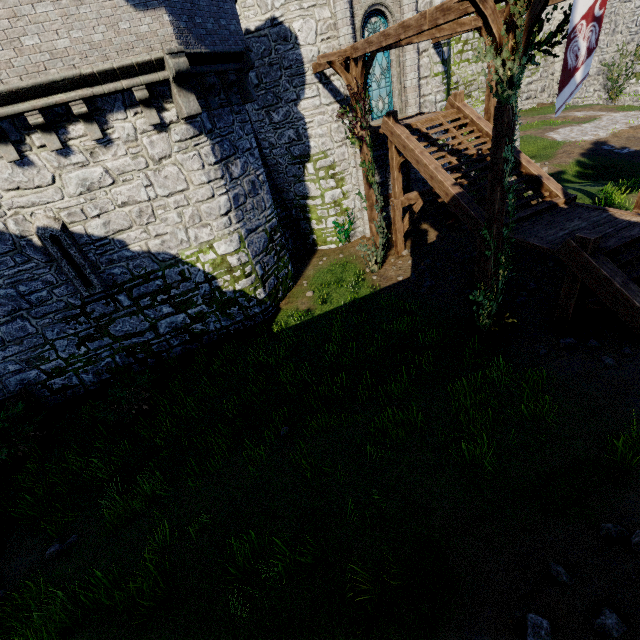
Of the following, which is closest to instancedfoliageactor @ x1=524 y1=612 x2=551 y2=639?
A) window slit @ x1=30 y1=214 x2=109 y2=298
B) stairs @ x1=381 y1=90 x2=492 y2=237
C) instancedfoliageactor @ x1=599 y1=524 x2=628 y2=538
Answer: instancedfoliageactor @ x1=599 y1=524 x2=628 y2=538

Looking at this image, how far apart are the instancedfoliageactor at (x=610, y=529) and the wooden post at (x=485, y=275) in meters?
6.0

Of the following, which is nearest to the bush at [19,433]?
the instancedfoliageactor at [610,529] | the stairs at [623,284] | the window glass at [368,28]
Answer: the instancedfoliageactor at [610,529]

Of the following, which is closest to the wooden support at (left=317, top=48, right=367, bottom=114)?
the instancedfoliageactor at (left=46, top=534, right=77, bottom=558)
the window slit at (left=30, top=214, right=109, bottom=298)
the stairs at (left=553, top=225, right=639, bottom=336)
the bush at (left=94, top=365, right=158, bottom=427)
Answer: the stairs at (left=553, top=225, right=639, bottom=336)

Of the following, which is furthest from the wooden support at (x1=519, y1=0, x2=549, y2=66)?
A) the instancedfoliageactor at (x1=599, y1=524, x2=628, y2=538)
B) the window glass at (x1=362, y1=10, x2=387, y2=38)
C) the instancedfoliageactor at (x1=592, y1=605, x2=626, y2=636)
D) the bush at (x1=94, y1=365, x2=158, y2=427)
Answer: the bush at (x1=94, y1=365, x2=158, y2=427)

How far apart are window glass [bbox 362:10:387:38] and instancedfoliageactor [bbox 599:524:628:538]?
16.2 meters

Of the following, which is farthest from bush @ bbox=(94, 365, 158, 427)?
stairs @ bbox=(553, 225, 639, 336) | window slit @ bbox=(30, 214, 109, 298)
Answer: stairs @ bbox=(553, 225, 639, 336)

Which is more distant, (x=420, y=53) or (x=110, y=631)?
(x=420, y=53)
